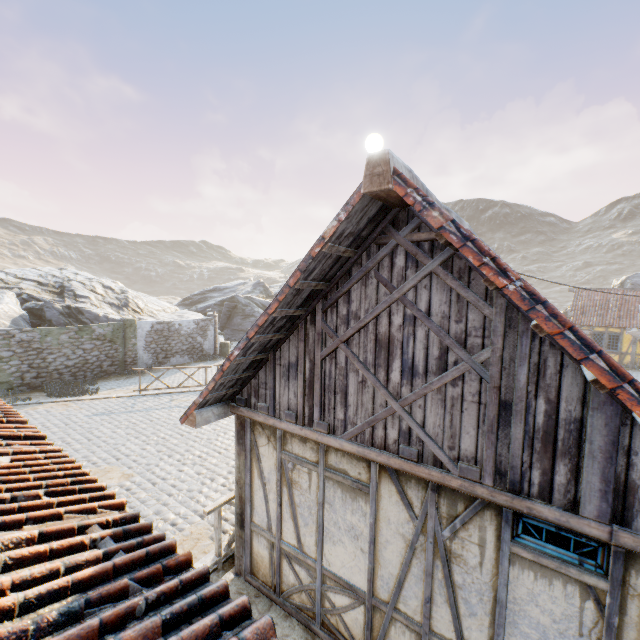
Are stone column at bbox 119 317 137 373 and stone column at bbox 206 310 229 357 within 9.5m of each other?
yes

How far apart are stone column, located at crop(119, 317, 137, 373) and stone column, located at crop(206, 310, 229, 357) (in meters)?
5.10

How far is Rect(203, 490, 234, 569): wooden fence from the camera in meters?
5.5 m

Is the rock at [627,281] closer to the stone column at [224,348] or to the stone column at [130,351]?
the stone column at [224,348]

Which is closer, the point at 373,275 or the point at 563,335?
the point at 563,335

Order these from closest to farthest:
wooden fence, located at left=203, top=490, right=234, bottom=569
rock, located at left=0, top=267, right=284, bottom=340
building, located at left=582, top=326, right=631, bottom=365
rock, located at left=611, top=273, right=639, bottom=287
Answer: wooden fence, located at left=203, top=490, right=234, bottom=569 < rock, located at left=0, top=267, right=284, bottom=340 < building, located at left=582, top=326, right=631, bottom=365 < rock, located at left=611, top=273, right=639, bottom=287

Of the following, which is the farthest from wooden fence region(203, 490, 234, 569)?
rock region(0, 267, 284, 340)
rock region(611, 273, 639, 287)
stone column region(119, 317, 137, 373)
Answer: rock region(611, 273, 639, 287)

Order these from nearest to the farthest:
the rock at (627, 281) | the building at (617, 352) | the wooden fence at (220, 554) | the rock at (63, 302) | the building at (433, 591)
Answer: the building at (433, 591) < the wooden fence at (220, 554) < the rock at (63, 302) < the building at (617, 352) < the rock at (627, 281)
